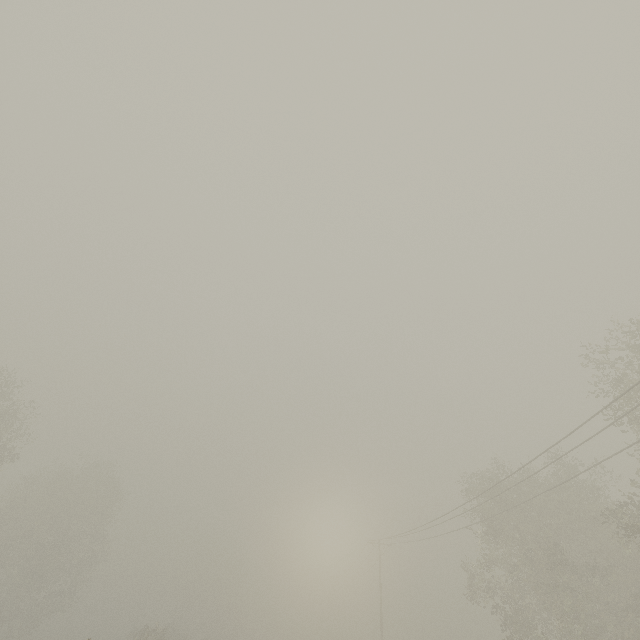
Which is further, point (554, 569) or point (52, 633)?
point (52, 633)

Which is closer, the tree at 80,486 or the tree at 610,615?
the tree at 610,615

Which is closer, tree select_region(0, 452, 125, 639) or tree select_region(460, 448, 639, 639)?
tree select_region(460, 448, 639, 639)
